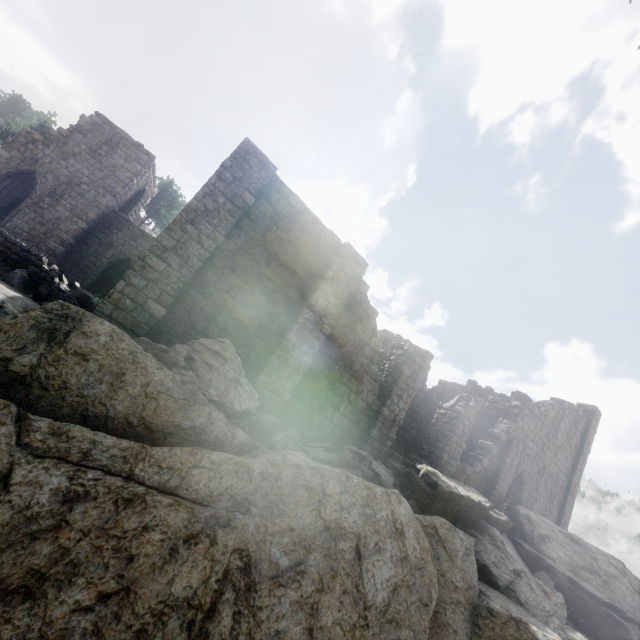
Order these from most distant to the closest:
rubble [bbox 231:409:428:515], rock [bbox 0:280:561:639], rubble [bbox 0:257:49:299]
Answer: rubble [bbox 231:409:428:515], rubble [bbox 0:257:49:299], rock [bbox 0:280:561:639]

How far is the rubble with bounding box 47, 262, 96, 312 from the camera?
9.2m

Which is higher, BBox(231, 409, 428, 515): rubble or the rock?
BBox(231, 409, 428, 515): rubble

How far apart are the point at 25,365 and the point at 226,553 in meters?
4.7

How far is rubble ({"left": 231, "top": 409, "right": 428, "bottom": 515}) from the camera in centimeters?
883cm

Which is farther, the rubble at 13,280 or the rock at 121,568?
the rubble at 13,280

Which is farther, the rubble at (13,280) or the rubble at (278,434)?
the rubble at (278,434)

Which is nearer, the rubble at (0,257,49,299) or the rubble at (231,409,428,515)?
the rubble at (0,257,49,299)
